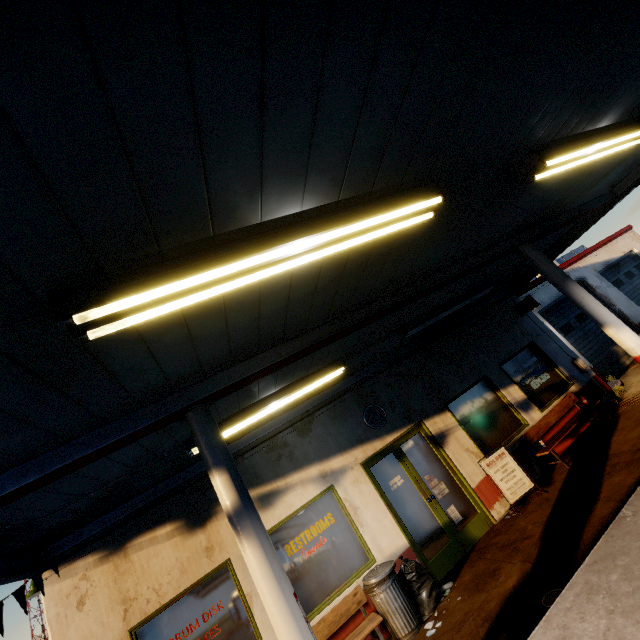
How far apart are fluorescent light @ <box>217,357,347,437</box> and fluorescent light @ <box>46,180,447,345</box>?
3.5 meters

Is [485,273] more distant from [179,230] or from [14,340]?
[14,340]

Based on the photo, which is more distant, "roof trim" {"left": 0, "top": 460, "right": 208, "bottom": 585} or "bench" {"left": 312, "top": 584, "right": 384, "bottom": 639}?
"bench" {"left": 312, "top": 584, "right": 384, "bottom": 639}

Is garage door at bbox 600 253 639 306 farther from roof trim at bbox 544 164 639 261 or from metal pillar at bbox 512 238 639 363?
metal pillar at bbox 512 238 639 363

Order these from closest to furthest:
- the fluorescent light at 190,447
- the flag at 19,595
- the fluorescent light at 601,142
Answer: the fluorescent light at 601,142
the flag at 19,595
the fluorescent light at 190,447

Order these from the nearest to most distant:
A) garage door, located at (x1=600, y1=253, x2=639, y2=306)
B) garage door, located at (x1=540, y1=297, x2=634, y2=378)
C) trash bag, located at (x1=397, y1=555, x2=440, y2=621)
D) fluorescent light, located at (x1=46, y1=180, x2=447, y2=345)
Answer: fluorescent light, located at (x1=46, y1=180, x2=447, y2=345)
trash bag, located at (x1=397, y1=555, x2=440, y2=621)
garage door, located at (x1=540, y1=297, x2=634, y2=378)
garage door, located at (x1=600, y1=253, x2=639, y2=306)

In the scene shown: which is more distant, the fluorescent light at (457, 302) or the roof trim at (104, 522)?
the fluorescent light at (457, 302)

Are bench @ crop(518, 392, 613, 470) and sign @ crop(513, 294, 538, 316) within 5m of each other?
yes
